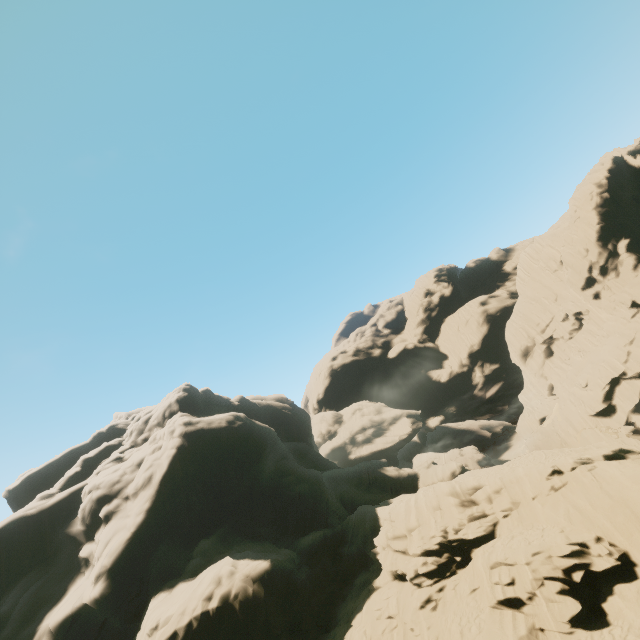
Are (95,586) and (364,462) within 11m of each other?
no
